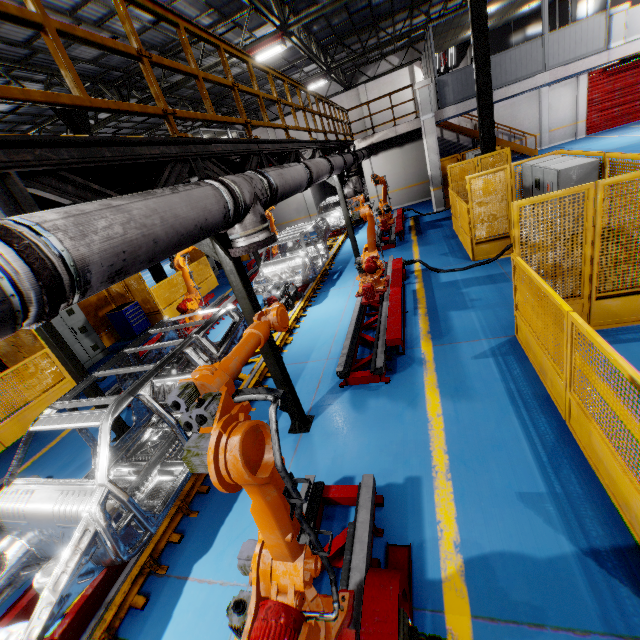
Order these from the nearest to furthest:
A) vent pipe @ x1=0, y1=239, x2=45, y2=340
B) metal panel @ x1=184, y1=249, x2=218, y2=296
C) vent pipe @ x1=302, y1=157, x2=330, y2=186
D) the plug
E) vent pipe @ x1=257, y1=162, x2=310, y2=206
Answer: vent pipe @ x1=0, y1=239, x2=45, y2=340 → the plug → vent pipe @ x1=257, y1=162, x2=310, y2=206 → vent pipe @ x1=302, y1=157, x2=330, y2=186 → metal panel @ x1=184, y1=249, x2=218, y2=296

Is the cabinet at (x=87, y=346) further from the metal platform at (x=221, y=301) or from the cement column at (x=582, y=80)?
the cement column at (x=582, y=80)

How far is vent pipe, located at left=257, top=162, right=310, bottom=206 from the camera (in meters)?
4.20

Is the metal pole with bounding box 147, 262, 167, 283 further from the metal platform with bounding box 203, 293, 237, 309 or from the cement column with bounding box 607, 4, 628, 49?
the cement column with bounding box 607, 4, 628, 49

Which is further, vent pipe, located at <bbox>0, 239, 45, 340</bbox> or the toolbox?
the toolbox

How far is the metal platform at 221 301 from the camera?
11.40m

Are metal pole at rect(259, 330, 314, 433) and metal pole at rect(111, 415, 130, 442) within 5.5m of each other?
yes

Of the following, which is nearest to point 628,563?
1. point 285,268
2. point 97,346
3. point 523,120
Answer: point 285,268
